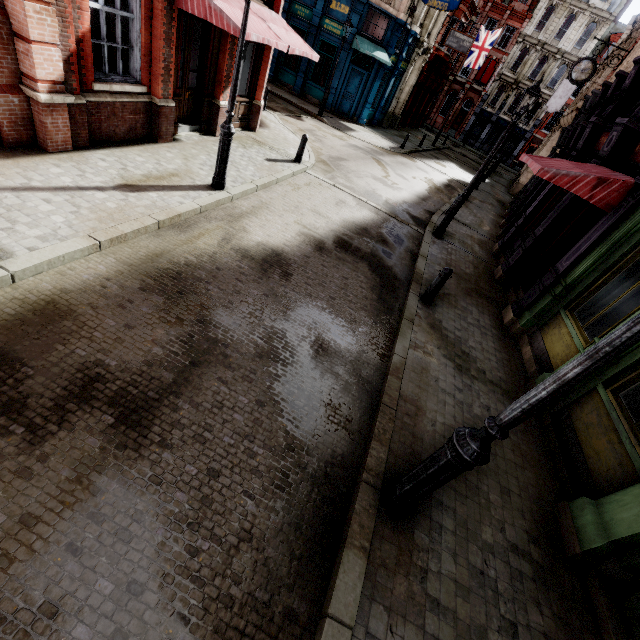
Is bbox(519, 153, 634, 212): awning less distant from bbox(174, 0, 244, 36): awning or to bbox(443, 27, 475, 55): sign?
bbox(174, 0, 244, 36): awning

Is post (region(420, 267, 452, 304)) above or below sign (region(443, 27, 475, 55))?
below

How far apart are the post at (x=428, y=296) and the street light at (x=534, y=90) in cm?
470

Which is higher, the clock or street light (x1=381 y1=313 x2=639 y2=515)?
the clock

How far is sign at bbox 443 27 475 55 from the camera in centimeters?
2430cm

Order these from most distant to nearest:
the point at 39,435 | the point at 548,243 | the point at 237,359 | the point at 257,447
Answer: the point at 548,243 < the point at 237,359 < the point at 257,447 < the point at 39,435

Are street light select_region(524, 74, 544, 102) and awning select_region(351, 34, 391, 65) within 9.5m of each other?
no

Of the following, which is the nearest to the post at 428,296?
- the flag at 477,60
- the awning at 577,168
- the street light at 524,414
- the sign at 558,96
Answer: the awning at 577,168
